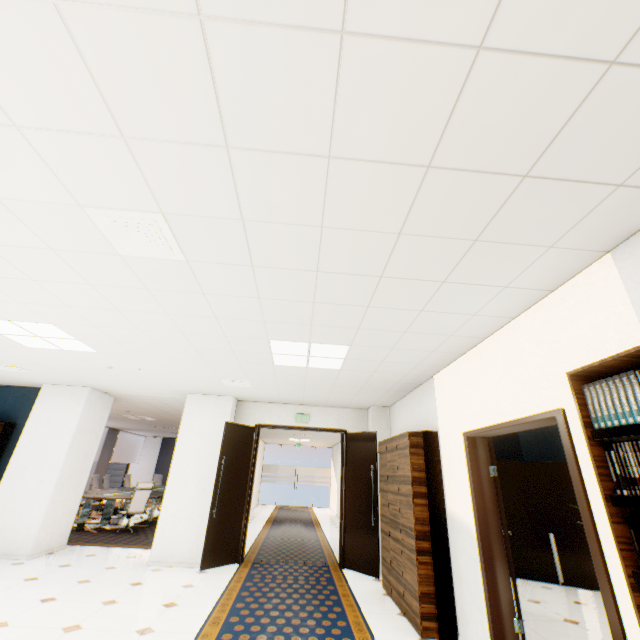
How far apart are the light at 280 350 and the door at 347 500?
2.6 meters

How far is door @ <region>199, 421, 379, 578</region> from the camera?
5.8 meters

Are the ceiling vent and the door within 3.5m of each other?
no

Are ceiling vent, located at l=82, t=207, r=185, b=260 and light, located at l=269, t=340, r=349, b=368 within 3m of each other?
yes

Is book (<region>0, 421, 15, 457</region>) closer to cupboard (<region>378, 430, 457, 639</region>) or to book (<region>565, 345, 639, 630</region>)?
cupboard (<region>378, 430, 457, 639</region>)

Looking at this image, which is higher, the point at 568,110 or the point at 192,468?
the point at 568,110

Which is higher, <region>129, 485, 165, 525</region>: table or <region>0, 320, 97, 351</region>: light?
<region>0, 320, 97, 351</region>: light

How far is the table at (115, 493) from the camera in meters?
8.1
